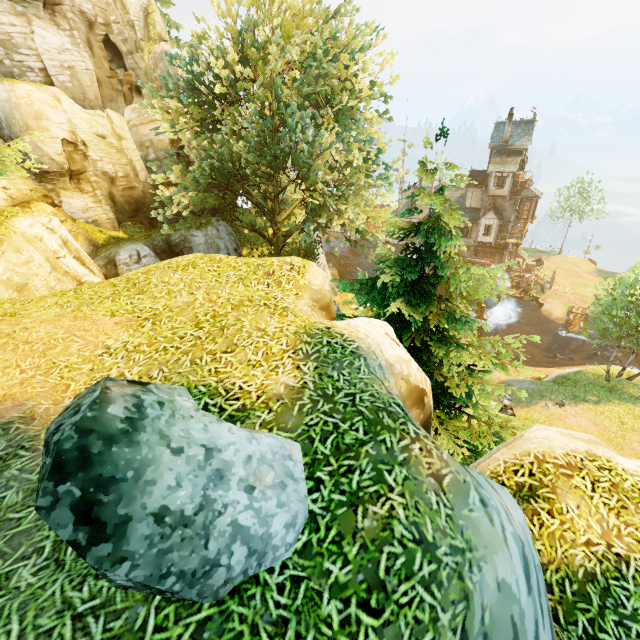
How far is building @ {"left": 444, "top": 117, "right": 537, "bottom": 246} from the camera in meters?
35.8

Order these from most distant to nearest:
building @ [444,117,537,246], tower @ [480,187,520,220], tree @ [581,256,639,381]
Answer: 1. tower @ [480,187,520,220]
2. building @ [444,117,537,246]
3. tree @ [581,256,639,381]

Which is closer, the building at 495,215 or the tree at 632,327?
the tree at 632,327

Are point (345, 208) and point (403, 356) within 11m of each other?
no

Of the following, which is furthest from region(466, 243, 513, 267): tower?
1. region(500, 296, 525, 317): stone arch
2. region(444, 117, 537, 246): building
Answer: region(500, 296, 525, 317): stone arch

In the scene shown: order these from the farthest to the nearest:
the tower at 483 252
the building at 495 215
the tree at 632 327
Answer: the tower at 483 252 < the building at 495 215 < the tree at 632 327

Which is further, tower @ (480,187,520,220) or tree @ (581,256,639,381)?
tower @ (480,187,520,220)

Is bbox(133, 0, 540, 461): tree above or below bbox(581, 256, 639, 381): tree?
above
